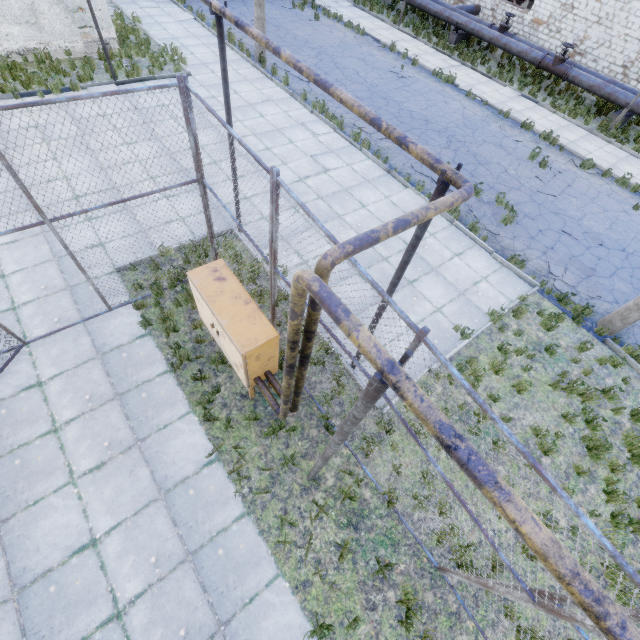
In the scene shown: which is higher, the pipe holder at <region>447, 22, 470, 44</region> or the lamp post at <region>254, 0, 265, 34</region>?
the lamp post at <region>254, 0, 265, 34</region>

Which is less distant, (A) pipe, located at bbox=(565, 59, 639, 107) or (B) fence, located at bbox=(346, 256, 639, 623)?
(B) fence, located at bbox=(346, 256, 639, 623)

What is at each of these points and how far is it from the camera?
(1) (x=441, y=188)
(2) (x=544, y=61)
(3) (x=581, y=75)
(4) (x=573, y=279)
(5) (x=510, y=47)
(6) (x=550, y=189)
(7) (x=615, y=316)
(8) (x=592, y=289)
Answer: (1) pipe holder, 3.25m
(2) pipe valve, 17.28m
(3) pipe, 16.44m
(4) asphalt debris, 9.40m
(5) pipe, 18.16m
(6) asphalt debris, 12.02m
(7) lamp post, 8.06m
(8) asphalt debris, 9.23m

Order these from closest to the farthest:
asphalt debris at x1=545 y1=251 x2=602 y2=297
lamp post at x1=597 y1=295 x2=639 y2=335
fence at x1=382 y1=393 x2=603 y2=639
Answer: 1. fence at x1=382 y1=393 x2=603 y2=639
2. lamp post at x1=597 y1=295 x2=639 y2=335
3. asphalt debris at x1=545 y1=251 x2=602 y2=297

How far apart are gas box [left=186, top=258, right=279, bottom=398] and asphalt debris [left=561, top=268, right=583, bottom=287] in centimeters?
831cm

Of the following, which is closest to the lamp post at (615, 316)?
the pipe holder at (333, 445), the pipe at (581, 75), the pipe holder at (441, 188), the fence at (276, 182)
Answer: the pipe holder at (441, 188)

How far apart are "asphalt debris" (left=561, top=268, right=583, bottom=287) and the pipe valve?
13.77m

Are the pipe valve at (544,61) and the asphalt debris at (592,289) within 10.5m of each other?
no
